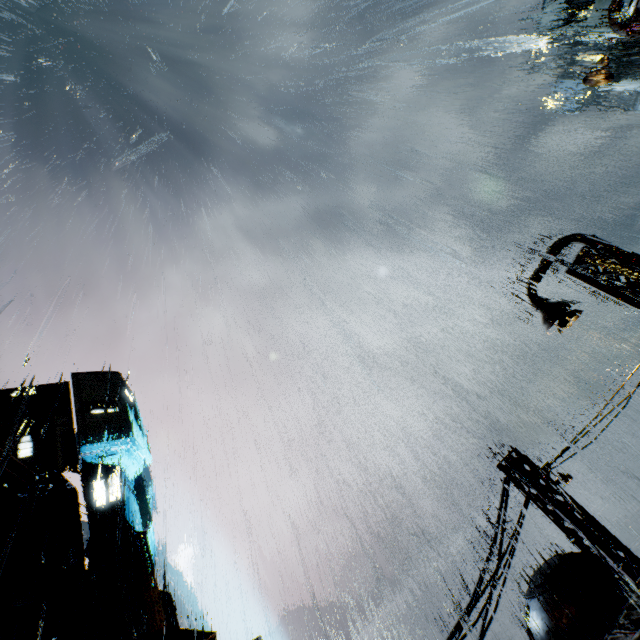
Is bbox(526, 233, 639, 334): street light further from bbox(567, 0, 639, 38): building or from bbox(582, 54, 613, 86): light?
bbox(582, 54, 613, 86): light

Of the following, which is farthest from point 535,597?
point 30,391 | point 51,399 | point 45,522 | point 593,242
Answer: point 30,391

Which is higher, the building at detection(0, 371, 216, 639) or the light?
the building at detection(0, 371, 216, 639)

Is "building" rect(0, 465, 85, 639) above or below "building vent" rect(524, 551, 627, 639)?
above

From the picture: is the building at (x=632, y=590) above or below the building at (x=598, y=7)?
below

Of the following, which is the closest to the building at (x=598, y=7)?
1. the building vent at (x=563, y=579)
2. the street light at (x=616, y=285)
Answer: the building vent at (x=563, y=579)

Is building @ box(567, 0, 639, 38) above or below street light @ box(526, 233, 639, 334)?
above

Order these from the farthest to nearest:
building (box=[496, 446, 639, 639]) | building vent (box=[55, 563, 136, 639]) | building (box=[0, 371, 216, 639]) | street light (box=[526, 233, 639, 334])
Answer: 1. building vent (box=[55, 563, 136, 639])
2. building (box=[0, 371, 216, 639])
3. street light (box=[526, 233, 639, 334])
4. building (box=[496, 446, 639, 639])
